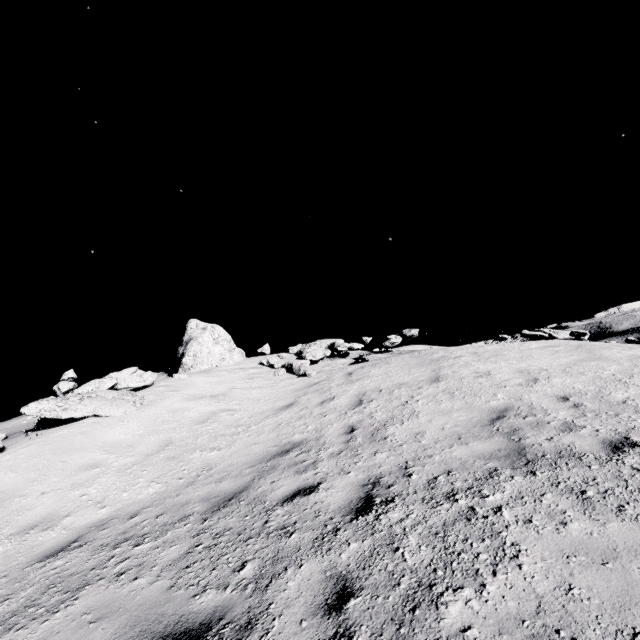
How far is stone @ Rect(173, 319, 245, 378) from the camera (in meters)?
13.97

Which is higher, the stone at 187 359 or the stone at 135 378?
the stone at 187 359

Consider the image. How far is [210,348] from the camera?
14.4 meters

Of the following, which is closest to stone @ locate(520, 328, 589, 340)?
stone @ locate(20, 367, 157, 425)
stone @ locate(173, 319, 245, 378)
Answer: stone @ locate(173, 319, 245, 378)

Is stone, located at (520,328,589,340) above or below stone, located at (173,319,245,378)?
below

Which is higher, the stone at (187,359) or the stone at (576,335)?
the stone at (187,359)

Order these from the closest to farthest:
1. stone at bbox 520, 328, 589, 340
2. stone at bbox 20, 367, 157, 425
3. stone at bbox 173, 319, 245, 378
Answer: stone at bbox 20, 367, 157, 425 → stone at bbox 520, 328, 589, 340 → stone at bbox 173, 319, 245, 378
